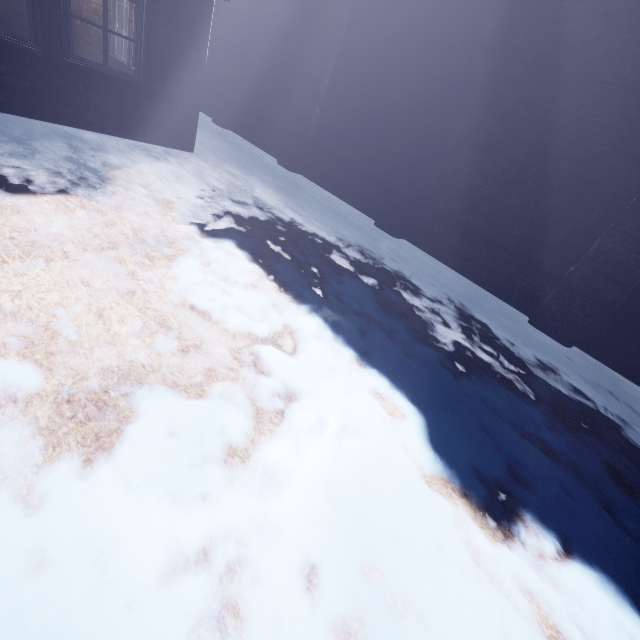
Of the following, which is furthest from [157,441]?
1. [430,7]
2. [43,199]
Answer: [430,7]
